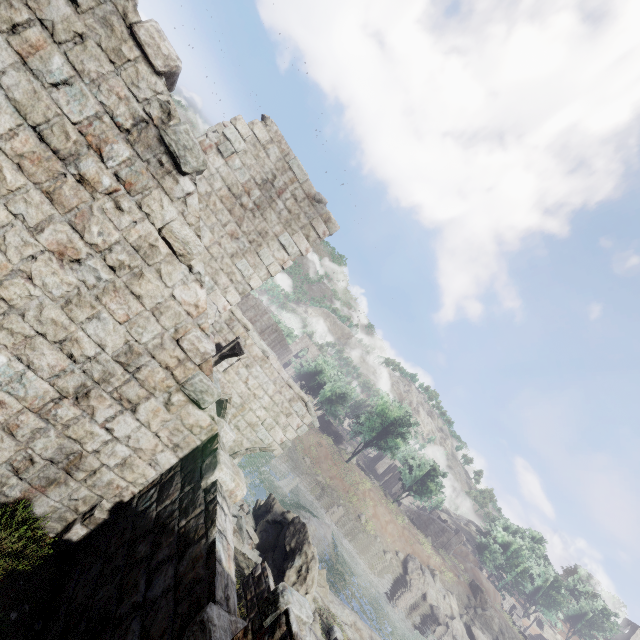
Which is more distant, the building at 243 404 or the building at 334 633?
the building at 334 633

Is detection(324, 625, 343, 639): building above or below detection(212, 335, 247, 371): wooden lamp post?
below

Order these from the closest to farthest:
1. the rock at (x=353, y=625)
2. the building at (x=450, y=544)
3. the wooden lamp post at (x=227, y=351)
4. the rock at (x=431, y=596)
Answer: the wooden lamp post at (x=227, y=351), the rock at (x=353, y=625), the rock at (x=431, y=596), the building at (x=450, y=544)

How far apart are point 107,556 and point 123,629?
1.61m

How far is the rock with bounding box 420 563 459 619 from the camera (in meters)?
38.06

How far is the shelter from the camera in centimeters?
5429cm

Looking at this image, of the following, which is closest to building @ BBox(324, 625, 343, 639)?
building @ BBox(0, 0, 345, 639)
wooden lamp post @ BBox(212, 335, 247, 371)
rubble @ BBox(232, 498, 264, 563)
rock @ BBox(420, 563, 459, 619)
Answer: rubble @ BBox(232, 498, 264, 563)

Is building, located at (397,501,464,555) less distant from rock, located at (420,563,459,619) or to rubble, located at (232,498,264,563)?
rock, located at (420,563,459,619)
